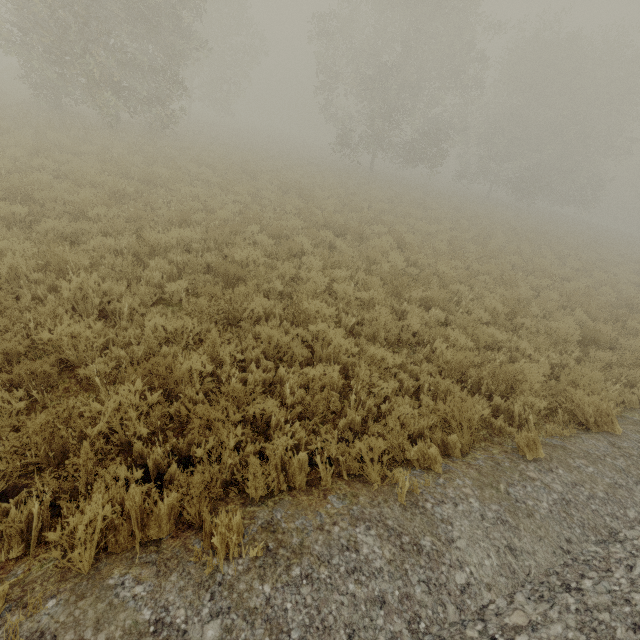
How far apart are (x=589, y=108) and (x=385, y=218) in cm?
3373
